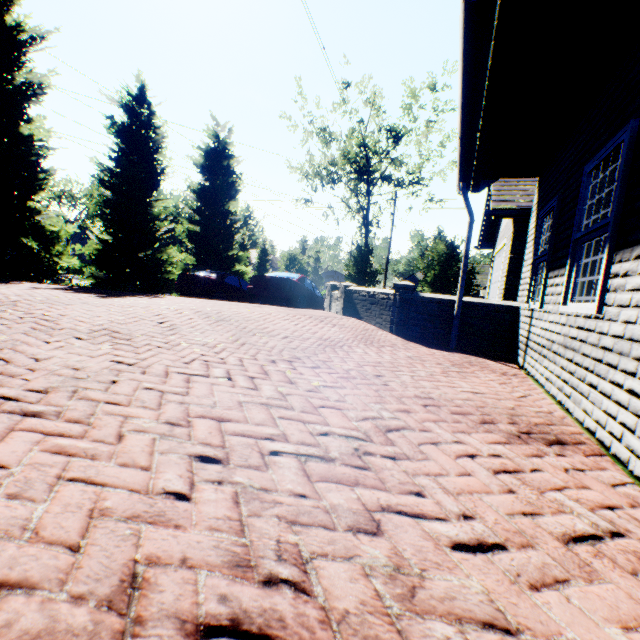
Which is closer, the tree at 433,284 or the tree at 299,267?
the tree at 433,284

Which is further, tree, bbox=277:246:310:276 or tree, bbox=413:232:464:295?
tree, bbox=277:246:310:276

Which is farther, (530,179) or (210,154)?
(210,154)

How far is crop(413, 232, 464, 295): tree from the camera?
19.1 meters

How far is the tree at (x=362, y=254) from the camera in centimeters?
2972cm
